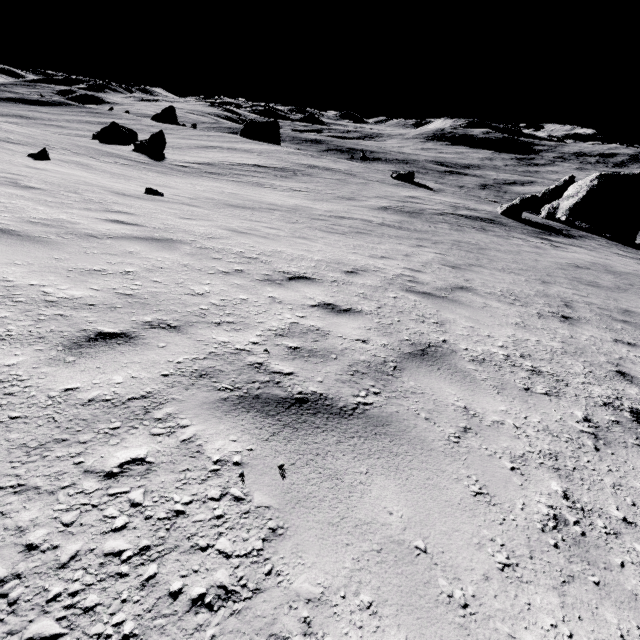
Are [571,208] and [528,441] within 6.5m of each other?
no
